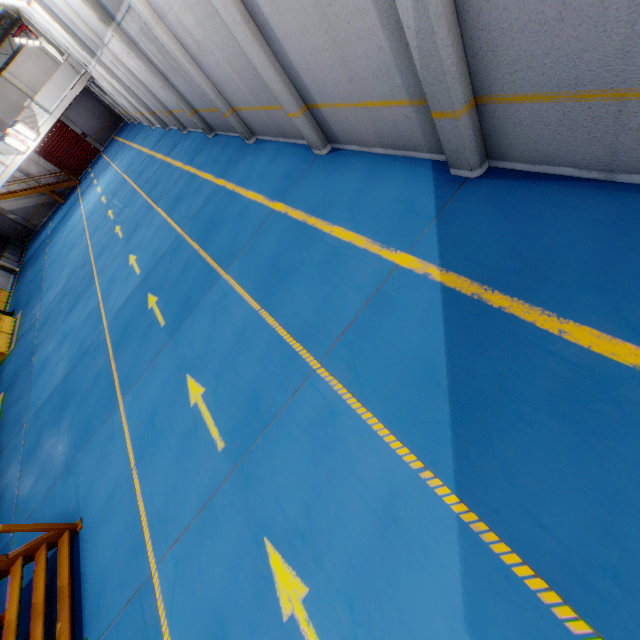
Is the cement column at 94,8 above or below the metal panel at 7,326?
above

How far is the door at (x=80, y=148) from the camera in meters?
30.3 m

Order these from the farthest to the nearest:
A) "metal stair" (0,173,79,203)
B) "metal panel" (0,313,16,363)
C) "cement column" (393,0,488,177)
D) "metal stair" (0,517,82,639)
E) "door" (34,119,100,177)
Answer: "door" (34,119,100,177) → "metal stair" (0,173,79,203) → "metal panel" (0,313,16,363) → "metal stair" (0,517,82,639) → "cement column" (393,0,488,177)

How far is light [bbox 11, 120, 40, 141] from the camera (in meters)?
19.83

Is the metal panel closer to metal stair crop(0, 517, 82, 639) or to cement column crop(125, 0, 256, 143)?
Result: metal stair crop(0, 517, 82, 639)

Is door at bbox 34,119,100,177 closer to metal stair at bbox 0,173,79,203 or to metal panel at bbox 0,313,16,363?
metal stair at bbox 0,173,79,203

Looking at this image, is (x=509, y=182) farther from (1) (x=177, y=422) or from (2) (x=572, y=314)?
(1) (x=177, y=422)

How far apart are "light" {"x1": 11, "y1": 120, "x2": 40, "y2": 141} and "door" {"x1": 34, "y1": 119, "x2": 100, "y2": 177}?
12.0 meters
